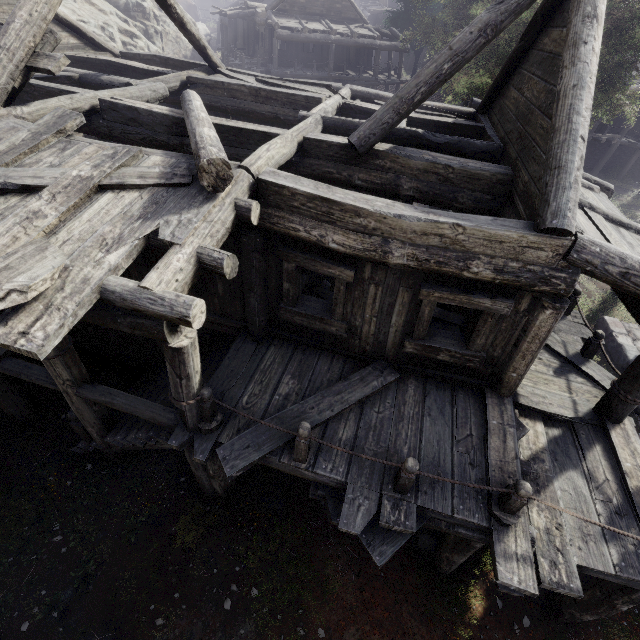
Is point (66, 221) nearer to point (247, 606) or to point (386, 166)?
point (386, 166)

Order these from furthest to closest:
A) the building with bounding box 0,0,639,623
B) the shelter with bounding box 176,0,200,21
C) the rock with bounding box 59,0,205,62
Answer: the shelter with bounding box 176,0,200,21, the rock with bounding box 59,0,205,62, the building with bounding box 0,0,639,623

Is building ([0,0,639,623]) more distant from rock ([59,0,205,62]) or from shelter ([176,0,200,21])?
shelter ([176,0,200,21])

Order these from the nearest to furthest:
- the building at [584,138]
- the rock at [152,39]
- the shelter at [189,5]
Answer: the building at [584,138]
the rock at [152,39]
the shelter at [189,5]

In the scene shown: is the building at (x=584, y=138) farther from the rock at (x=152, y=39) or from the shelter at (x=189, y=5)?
the shelter at (x=189, y=5)

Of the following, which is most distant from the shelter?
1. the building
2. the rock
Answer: the building
